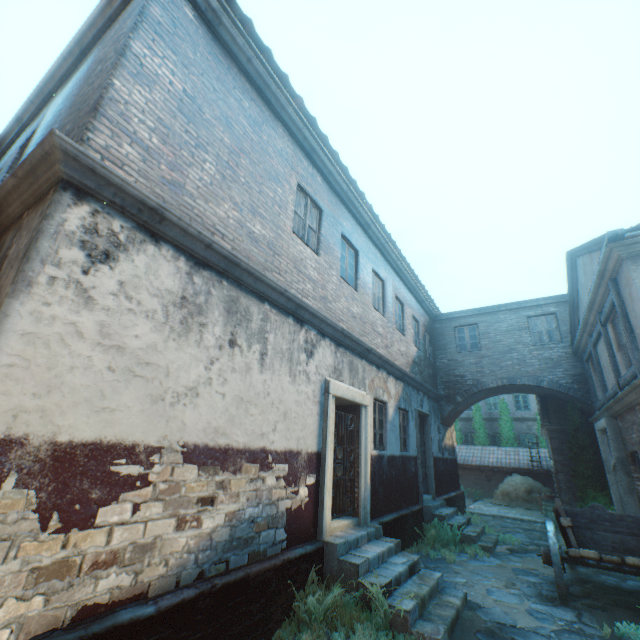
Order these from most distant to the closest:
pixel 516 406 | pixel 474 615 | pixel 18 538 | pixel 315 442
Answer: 1. pixel 516 406
2. pixel 315 442
3. pixel 474 615
4. pixel 18 538

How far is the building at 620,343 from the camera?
7.45m

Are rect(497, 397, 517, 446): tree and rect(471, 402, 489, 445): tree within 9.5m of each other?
yes

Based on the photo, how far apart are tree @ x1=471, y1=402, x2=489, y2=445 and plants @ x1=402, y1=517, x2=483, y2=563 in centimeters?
1694cm

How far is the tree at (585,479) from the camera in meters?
11.5

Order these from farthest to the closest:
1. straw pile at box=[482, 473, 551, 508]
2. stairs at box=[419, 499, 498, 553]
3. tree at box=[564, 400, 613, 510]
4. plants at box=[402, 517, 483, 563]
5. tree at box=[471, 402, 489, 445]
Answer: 1. tree at box=[471, 402, 489, 445]
2. straw pile at box=[482, 473, 551, 508]
3. tree at box=[564, 400, 613, 510]
4. stairs at box=[419, 499, 498, 553]
5. plants at box=[402, 517, 483, 563]

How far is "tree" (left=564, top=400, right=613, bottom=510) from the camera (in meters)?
11.47

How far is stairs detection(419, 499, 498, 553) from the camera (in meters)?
9.21
